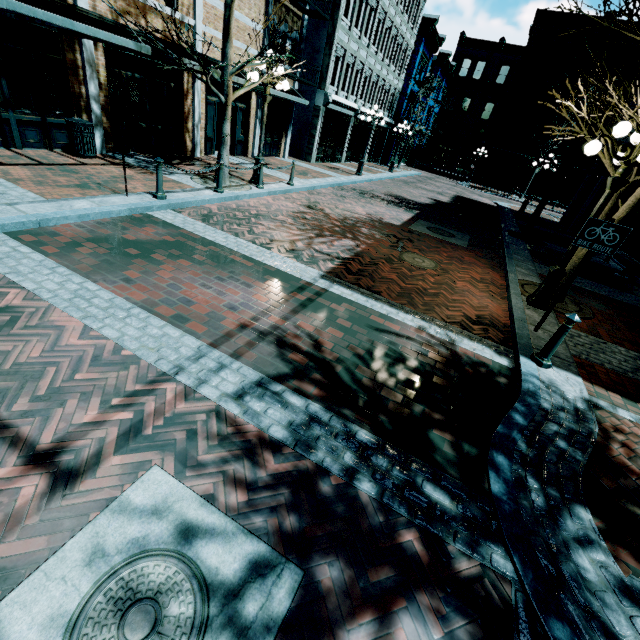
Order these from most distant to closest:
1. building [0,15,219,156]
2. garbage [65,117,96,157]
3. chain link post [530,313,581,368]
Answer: garbage [65,117,96,157] → building [0,15,219,156] → chain link post [530,313,581,368]

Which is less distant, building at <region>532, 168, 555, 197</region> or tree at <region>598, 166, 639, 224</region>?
tree at <region>598, 166, 639, 224</region>

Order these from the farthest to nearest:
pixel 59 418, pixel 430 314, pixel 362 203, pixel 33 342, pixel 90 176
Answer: pixel 362 203, pixel 90 176, pixel 430 314, pixel 33 342, pixel 59 418

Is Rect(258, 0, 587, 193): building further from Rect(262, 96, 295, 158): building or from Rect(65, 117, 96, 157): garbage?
Rect(65, 117, 96, 157): garbage

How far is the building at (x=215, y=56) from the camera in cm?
1195

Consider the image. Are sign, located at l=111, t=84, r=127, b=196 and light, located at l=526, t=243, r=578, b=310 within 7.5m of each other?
no

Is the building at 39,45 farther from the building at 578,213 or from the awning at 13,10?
the building at 578,213

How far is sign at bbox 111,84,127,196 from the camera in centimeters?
612cm
